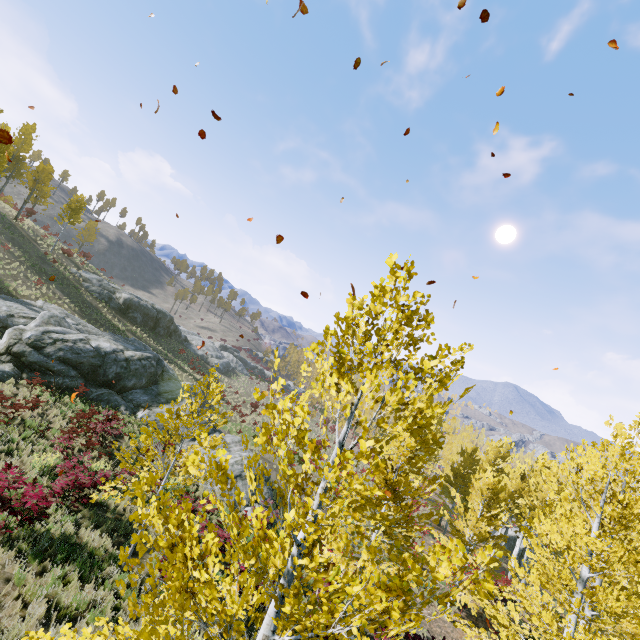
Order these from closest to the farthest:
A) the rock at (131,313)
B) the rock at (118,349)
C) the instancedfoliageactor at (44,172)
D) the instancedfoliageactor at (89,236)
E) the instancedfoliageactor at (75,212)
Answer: the rock at (118,349) < the instancedfoliageactor at (44,172) < the instancedfoliageactor at (75,212) < the rock at (131,313) < the instancedfoliageactor at (89,236)

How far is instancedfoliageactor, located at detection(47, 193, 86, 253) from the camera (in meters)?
35.46

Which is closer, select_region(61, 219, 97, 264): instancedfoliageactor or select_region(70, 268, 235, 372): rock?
select_region(70, 268, 235, 372): rock

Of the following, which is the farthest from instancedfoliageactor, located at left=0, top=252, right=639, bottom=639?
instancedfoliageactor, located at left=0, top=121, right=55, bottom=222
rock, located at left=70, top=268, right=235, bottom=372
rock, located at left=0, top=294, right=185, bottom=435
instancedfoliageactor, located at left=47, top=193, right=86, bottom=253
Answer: instancedfoliageactor, located at left=0, top=121, right=55, bottom=222

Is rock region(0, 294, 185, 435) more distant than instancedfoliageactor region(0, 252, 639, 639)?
Yes

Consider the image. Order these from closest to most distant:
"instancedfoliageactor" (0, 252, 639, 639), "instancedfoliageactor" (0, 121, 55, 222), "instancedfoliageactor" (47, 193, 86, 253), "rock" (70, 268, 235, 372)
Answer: "instancedfoliageactor" (0, 252, 639, 639) < "instancedfoliageactor" (0, 121, 55, 222) < "instancedfoliageactor" (47, 193, 86, 253) < "rock" (70, 268, 235, 372)

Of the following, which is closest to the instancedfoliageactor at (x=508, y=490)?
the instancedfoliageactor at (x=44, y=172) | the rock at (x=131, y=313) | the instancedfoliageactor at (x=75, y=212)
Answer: the rock at (x=131, y=313)

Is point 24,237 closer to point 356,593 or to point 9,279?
point 9,279
